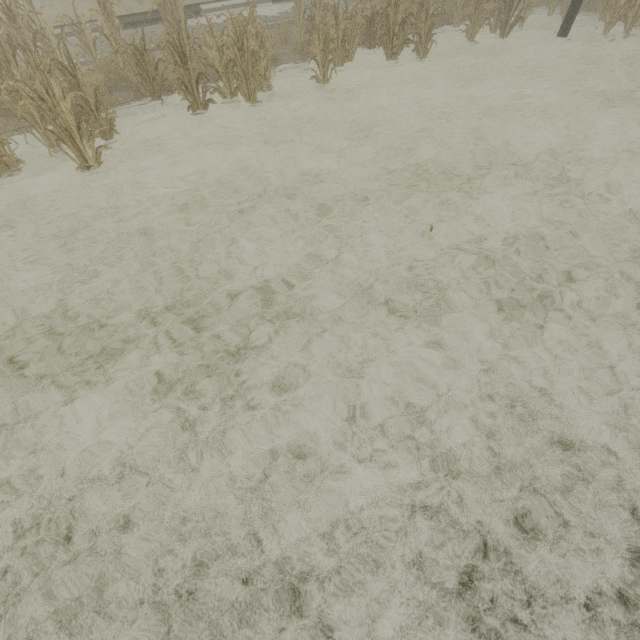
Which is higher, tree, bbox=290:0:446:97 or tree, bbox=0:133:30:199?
tree, bbox=290:0:446:97

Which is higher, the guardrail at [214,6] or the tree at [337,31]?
the guardrail at [214,6]

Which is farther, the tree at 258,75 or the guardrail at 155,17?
the guardrail at 155,17

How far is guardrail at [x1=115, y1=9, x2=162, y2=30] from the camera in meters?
9.1

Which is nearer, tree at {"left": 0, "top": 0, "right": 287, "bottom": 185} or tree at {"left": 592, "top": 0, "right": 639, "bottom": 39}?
tree at {"left": 0, "top": 0, "right": 287, "bottom": 185}

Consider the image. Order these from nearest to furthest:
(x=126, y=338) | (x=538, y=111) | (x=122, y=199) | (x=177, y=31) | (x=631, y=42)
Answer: (x=126, y=338)
(x=122, y=199)
(x=177, y=31)
(x=538, y=111)
(x=631, y=42)

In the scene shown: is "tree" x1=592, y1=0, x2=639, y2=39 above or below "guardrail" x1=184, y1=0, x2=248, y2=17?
below

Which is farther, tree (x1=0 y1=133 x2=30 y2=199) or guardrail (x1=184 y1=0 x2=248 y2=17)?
guardrail (x1=184 y1=0 x2=248 y2=17)
